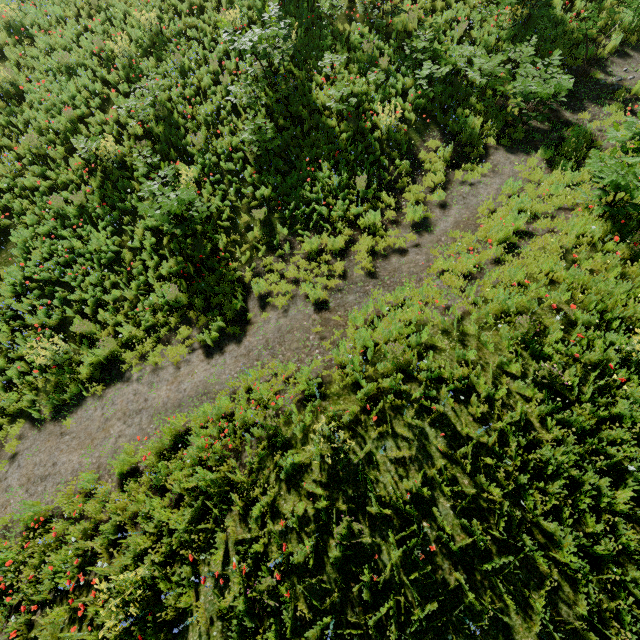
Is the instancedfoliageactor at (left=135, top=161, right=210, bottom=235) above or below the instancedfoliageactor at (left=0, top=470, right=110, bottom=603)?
above

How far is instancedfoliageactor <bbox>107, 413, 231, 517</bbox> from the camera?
5.41m

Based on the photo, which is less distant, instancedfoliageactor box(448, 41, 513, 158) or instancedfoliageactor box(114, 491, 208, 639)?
instancedfoliageactor box(114, 491, 208, 639)

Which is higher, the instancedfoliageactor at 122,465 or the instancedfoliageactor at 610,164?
the instancedfoliageactor at 610,164

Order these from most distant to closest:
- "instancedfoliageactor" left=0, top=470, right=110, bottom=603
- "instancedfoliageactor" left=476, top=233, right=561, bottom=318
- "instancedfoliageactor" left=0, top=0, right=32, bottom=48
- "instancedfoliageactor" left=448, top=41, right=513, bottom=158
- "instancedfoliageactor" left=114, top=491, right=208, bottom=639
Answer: "instancedfoliageactor" left=0, top=0, right=32, bottom=48 < "instancedfoliageactor" left=448, top=41, right=513, bottom=158 < "instancedfoliageactor" left=476, top=233, right=561, bottom=318 < "instancedfoliageactor" left=0, top=470, right=110, bottom=603 < "instancedfoliageactor" left=114, top=491, right=208, bottom=639

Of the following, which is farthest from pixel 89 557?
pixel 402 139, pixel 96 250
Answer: pixel 402 139
